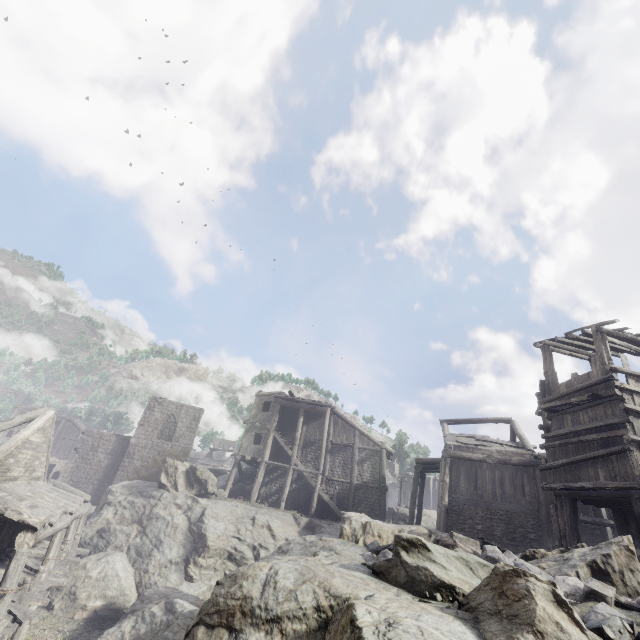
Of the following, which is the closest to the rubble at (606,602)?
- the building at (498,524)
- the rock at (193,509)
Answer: the rock at (193,509)

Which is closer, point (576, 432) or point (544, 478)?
point (576, 432)

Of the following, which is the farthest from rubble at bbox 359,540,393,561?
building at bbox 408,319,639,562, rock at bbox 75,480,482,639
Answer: building at bbox 408,319,639,562

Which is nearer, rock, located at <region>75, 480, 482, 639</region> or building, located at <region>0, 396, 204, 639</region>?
rock, located at <region>75, 480, 482, 639</region>

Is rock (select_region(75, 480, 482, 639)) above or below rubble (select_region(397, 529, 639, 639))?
below

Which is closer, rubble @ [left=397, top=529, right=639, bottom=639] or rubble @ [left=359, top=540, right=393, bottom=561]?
rubble @ [left=397, top=529, right=639, bottom=639]

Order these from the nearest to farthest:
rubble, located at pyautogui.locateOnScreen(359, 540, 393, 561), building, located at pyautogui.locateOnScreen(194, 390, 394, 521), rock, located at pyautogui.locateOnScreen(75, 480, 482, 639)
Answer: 1. rock, located at pyautogui.locateOnScreen(75, 480, 482, 639)
2. rubble, located at pyautogui.locateOnScreen(359, 540, 393, 561)
3. building, located at pyautogui.locateOnScreen(194, 390, 394, 521)

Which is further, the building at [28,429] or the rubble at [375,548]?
the building at [28,429]
